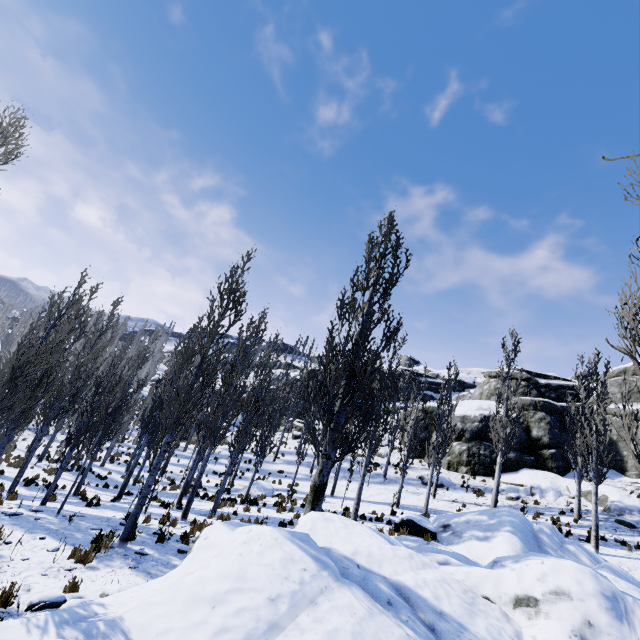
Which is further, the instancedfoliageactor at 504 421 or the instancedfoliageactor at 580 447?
the instancedfoliageactor at 504 421

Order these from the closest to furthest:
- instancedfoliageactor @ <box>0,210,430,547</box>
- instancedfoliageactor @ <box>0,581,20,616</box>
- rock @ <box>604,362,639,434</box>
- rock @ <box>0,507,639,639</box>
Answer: rock @ <box>0,507,639,639</box>
instancedfoliageactor @ <box>0,581,20,616</box>
instancedfoliageactor @ <box>0,210,430,547</box>
rock @ <box>604,362,639,434</box>

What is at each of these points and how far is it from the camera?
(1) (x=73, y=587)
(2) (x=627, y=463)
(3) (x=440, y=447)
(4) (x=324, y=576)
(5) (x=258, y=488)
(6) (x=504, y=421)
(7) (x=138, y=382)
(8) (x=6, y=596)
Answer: (1) instancedfoliageactor, 6.39m
(2) rock, 24.22m
(3) instancedfoliageactor, 23.52m
(4) rock, 6.20m
(5) rock, 22.12m
(6) instancedfoliageactor, 21.05m
(7) instancedfoliageactor, 18.98m
(8) instancedfoliageactor, 5.60m

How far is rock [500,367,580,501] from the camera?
23.38m

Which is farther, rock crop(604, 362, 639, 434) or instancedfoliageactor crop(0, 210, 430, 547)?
rock crop(604, 362, 639, 434)

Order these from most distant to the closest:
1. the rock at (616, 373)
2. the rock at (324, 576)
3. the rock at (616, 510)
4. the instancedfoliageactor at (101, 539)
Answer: the rock at (616, 373)
the rock at (616, 510)
the instancedfoliageactor at (101, 539)
the rock at (324, 576)
